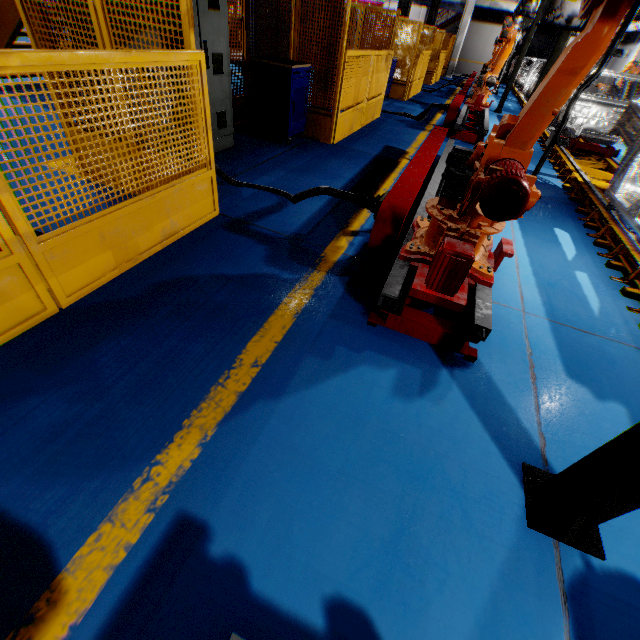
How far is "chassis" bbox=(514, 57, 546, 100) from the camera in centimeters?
1418cm

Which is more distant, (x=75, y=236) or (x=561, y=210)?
(x=561, y=210)

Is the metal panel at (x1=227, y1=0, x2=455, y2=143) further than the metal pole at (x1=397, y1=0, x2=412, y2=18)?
No

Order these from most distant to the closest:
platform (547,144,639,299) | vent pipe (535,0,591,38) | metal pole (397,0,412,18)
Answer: metal pole (397,0,412,18) → vent pipe (535,0,591,38) → platform (547,144,639,299)

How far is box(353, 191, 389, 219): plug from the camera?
3.2 meters

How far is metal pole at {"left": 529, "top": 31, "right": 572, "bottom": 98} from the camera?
5.99m

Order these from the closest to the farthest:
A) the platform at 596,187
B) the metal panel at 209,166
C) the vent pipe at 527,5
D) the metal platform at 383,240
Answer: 1. the metal panel at 209,166
2. the metal platform at 383,240
3. the platform at 596,187
4. the vent pipe at 527,5

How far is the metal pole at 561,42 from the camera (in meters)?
5.99
